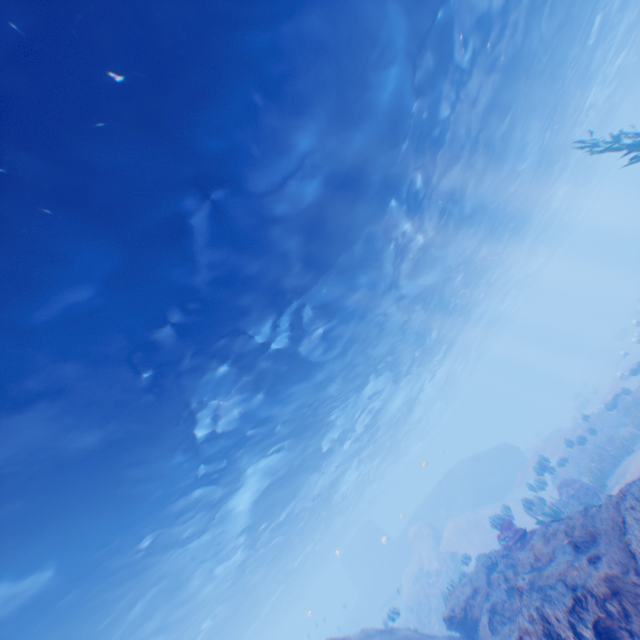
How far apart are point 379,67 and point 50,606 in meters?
20.1 m

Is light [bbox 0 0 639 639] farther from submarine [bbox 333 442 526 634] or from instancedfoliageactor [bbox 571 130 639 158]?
instancedfoliageactor [bbox 571 130 639 158]

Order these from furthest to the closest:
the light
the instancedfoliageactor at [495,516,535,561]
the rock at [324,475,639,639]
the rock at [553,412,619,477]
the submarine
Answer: the submarine
the rock at [553,412,619,477]
the instancedfoliageactor at [495,516,535,561]
the light
the rock at [324,475,639,639]

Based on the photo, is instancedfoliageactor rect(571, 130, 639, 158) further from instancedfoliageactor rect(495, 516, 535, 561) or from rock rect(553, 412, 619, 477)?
instancedfoliageactor rect(495, 516, 535, 561)

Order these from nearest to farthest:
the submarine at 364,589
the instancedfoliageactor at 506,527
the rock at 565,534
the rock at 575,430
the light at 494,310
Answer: the rock at 565,534 < the light at 494,310 < the instancedfoliageactor at 506,527 < the rock at 575,430 < the submarine at 364,589

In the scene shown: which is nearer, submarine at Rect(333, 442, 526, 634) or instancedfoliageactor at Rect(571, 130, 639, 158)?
instancedfoliageactor at Rect(571, 130, 639, 158)

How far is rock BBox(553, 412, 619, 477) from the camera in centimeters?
1639cm

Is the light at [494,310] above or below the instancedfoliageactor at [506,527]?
above
